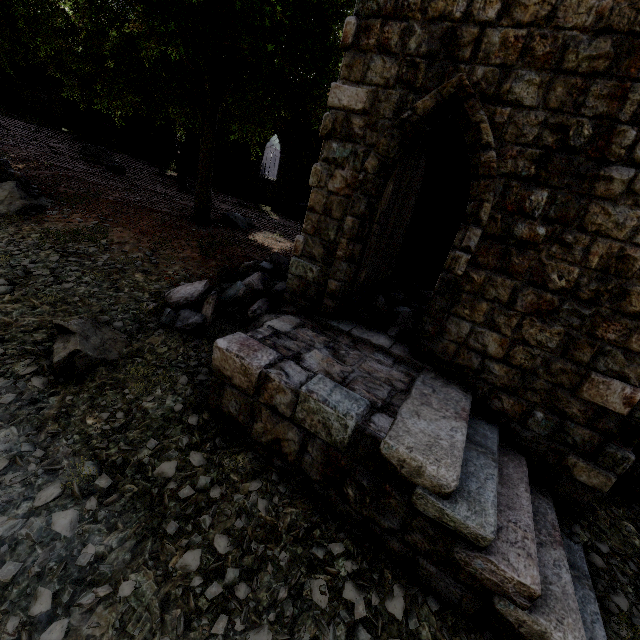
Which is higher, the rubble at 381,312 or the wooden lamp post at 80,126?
the wooden lamp post at 80,126

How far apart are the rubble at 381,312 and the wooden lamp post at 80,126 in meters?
33.5 m

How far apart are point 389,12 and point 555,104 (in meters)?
2.71

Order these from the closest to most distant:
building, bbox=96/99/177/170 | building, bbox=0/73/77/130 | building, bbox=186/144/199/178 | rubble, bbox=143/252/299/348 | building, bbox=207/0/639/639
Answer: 1. building, bbox=207/0/639/639
2. rubble, bbox=143/252/299/348
3. building, bbox=186/144/199/178
4. building, bbox=96/99/177/170
5. building, bbox=0/73/77/130

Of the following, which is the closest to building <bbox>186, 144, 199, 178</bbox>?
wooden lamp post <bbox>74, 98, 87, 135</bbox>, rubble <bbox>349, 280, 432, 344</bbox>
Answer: rubble <bbox>349, 280, 432, 344</bbox>

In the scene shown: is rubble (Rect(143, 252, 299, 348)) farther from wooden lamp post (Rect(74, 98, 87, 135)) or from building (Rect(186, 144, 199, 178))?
wooden lamp post (Rect(74, 98, 87, 135))

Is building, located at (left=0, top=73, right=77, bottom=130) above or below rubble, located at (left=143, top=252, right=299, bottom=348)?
above
